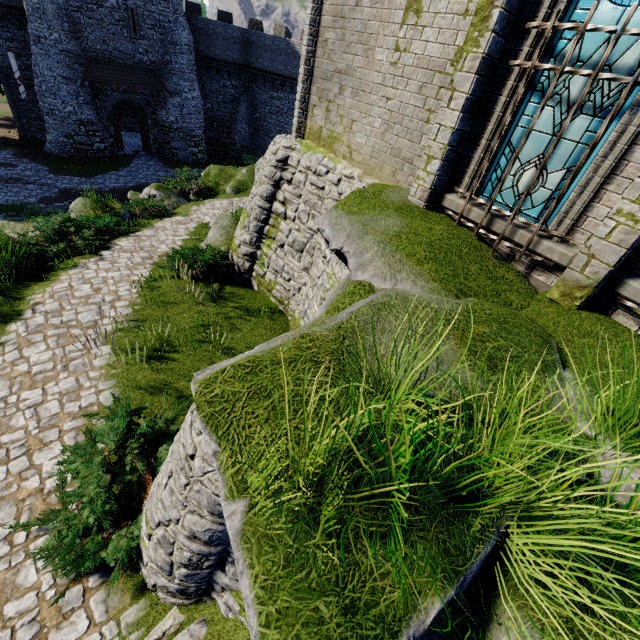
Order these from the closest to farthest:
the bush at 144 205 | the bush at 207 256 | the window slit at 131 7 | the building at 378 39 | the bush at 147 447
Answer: the bush at 147 447 → the building at 378 39 → the bush at 207 256 → the bush at 144 205 → the window slit at 131 7

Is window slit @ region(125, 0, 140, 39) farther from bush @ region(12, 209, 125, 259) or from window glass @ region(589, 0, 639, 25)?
window glass @ region(589, 0, 639, 25)

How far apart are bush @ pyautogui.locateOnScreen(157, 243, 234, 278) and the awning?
22.5m

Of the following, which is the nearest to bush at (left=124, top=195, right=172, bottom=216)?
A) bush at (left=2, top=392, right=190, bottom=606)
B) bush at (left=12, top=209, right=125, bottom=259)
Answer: bush at (left=12, top=209, right=125, bottom=259)

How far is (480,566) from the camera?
1.83m

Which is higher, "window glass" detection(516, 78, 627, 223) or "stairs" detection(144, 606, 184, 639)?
"window glass" detection(516, 78, 627, 223)

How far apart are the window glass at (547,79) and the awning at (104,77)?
30.3m

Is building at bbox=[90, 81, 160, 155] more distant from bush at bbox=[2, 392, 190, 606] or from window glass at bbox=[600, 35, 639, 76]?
window glass at bbox=[600, 35, 639, 76]
